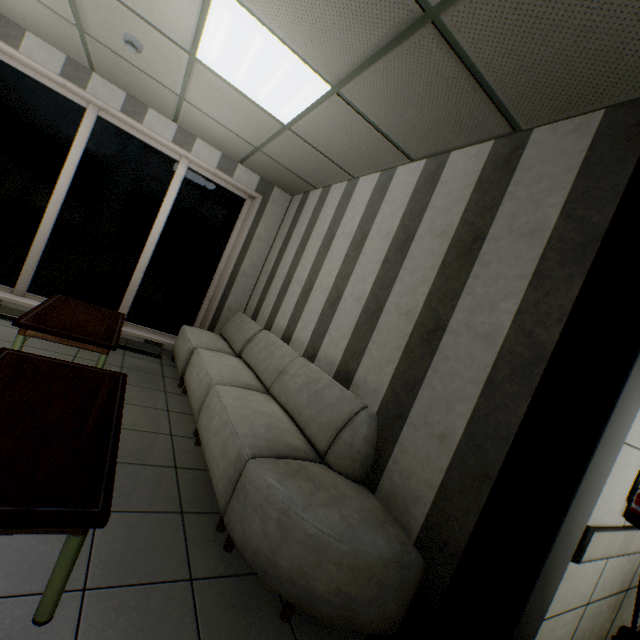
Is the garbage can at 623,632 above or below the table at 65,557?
above

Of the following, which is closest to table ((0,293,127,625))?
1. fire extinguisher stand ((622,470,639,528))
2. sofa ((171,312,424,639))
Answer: sofa ((171,312,424,639))

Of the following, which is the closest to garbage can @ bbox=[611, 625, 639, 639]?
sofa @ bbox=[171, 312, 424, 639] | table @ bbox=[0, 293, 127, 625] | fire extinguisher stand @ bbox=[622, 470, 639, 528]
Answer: fire extinguisher stand @ bbox=[622, 470, 639, 528]

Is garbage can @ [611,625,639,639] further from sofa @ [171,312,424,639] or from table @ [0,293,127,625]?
table @ [0,293,127,625]

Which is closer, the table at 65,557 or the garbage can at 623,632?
the table at 65,557

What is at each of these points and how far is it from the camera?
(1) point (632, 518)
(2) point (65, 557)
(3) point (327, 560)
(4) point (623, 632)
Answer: (1) fire extinguisher stand, 1.7 meters
(2) table, 1.3 meters
(3) sofa, 1.7 meters
(4) garbage can, 1.8 meters

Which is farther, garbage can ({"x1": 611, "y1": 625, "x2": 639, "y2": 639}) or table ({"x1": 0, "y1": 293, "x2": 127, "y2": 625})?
garbage can ({"x1": 611, "y1": 625, "x2": 639, "y2": 639})

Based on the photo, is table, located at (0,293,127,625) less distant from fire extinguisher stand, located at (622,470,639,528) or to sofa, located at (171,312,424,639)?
sofa, located at (171,312,424,639)
